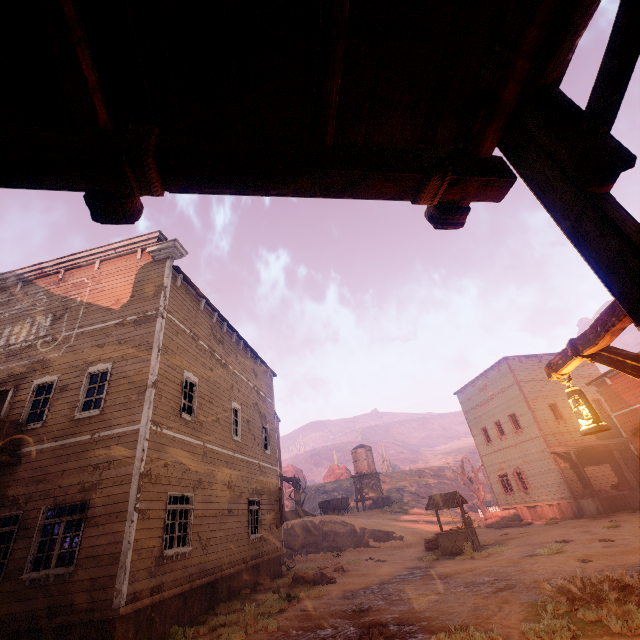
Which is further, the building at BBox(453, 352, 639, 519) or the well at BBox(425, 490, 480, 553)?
the building at BBox(453, 352, 639, 519)

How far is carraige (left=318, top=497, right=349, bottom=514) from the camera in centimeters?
3328cm

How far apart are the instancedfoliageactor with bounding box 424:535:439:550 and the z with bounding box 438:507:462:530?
15.3 meters

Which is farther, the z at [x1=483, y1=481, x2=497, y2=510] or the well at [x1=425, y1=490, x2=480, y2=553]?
the z at [x1=483, y1=481, x2=497, y2=510]

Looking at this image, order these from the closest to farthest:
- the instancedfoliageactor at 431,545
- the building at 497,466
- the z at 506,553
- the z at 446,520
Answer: the z at 506,553
the instancedfoliageactor at 431,545
the building at 497,466
the z at 446,520

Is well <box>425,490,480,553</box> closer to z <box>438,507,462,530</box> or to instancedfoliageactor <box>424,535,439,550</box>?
instancedfoliageactor <box>424,535,439,550</box>

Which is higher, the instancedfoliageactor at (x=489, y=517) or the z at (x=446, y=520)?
the z at (x=446, y=520)

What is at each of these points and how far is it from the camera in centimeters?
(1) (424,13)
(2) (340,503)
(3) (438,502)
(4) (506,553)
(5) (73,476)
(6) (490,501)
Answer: (1) building, 145cm
(2) carraige, 3431cm
(3) well, 1531cm
(4) z, 1196cm
(5) building, 885cm
(6) z, 4222cm
